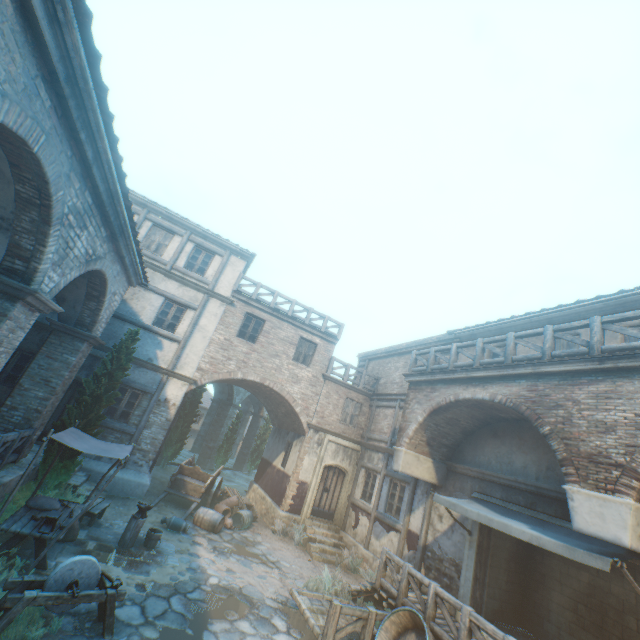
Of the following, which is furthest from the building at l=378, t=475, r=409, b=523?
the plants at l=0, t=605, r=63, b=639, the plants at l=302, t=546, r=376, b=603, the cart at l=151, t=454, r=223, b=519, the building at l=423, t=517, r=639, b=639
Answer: the cart at l=151, t=454, r=223, b=519

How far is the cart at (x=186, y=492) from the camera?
13.24m

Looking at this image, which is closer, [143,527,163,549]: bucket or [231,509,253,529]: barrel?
[143,527,163,549]: bucket

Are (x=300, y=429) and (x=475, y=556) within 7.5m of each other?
no

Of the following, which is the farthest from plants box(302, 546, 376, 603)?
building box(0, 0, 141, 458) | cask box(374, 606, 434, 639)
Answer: cask box(374, 606, 434, 639)

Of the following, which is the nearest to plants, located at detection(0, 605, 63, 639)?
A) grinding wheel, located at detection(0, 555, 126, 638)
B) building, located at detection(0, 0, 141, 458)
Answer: grinding wheel, located at detection(0, 555, 126, 638)

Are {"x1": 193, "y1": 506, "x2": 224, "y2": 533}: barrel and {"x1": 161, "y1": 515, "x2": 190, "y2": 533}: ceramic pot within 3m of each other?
yes

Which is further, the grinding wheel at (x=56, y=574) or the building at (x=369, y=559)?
the building at (x=369, y=559)
